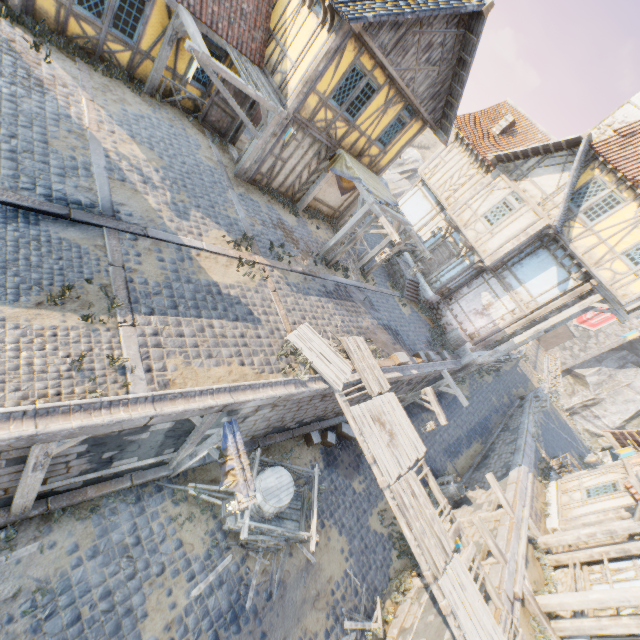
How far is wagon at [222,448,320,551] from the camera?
7.3m

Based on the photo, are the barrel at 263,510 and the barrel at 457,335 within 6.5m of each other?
no

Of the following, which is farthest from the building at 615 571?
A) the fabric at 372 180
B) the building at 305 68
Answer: the building at 305 68

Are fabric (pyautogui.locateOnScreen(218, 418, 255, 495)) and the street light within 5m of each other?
yes

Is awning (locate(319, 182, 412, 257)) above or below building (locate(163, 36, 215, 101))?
above

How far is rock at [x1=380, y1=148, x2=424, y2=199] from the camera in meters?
51.9 m

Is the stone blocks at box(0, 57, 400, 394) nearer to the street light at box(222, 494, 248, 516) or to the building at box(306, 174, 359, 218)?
the building at box(306, 174, 359, 218)

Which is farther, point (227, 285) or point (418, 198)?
point (418, 198)
